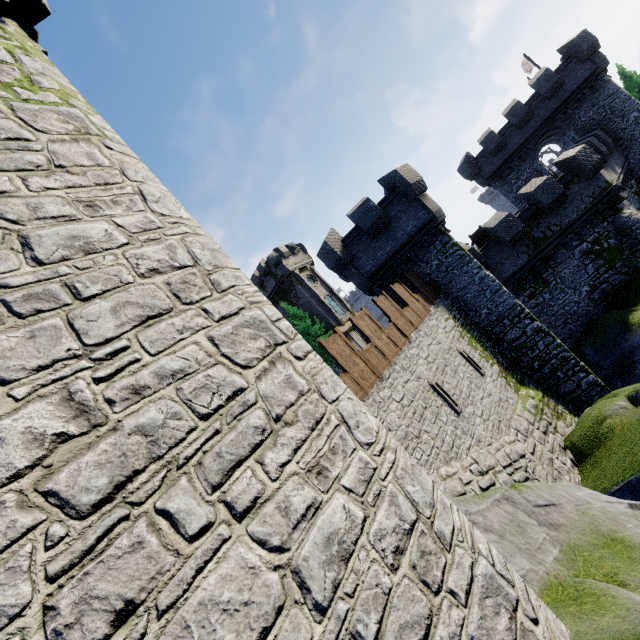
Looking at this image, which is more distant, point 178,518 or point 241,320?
point 241,320

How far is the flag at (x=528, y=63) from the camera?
32.34m

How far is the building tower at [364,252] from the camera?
16.4m

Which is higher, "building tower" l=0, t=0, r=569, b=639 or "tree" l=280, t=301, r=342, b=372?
"tree" l=280, t=301, r=342, b=372

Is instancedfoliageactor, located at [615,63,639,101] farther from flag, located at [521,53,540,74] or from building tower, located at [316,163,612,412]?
building tower, located at [316,163,612,412]

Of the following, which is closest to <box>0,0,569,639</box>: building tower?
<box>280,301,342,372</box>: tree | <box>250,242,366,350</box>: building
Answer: <box>280,301,342,372</box>: tree

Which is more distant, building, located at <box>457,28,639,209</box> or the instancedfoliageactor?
the instancedfoliageactor

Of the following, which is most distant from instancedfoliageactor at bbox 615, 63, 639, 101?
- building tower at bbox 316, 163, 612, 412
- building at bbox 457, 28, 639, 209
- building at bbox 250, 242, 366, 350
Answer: building at bbox 250, 242, 366, 350
